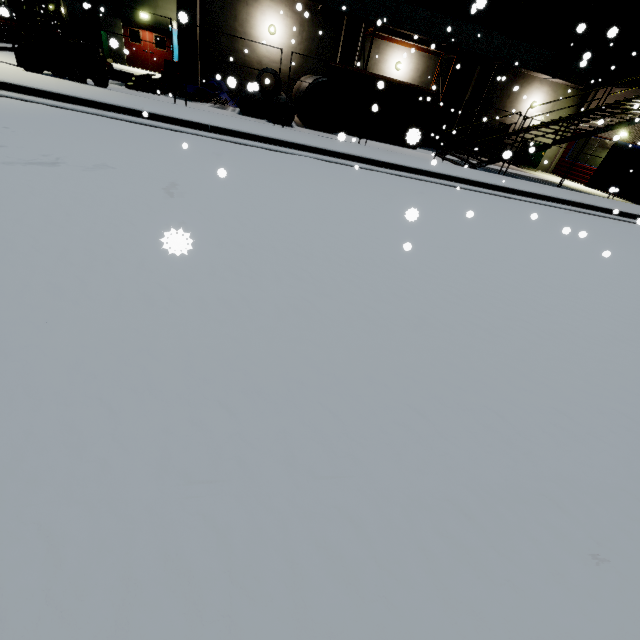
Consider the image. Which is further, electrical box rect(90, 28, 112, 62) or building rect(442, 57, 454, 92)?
electrical box rect(90, 28, 112, 62)

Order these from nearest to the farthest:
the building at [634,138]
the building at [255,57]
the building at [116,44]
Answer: the building at [116,44] → the building at [255,57] → the building at [634,138]

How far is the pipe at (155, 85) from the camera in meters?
12.4 m

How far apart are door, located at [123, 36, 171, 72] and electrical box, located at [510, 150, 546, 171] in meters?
24.0

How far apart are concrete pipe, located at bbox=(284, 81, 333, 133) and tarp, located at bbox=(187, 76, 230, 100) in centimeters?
265cm

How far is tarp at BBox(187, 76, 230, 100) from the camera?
13.33m

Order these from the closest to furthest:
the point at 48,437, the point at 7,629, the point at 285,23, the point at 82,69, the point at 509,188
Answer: the point at 7,629 < the point at 48,437 < the point at 82,69 < the point at 509,188 < the point at 285,23

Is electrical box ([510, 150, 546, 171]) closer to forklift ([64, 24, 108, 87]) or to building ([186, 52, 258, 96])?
building ([186, 52, 258, 96])
